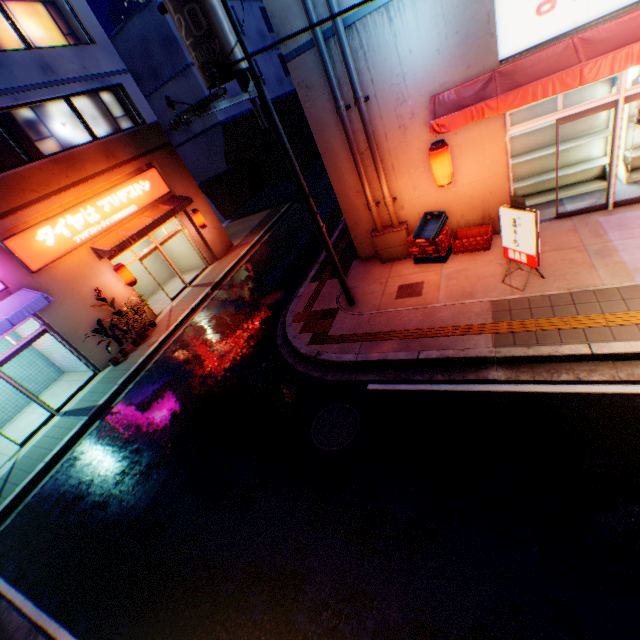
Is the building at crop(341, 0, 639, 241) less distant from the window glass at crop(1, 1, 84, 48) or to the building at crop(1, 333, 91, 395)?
the building at crop(1, 333, 91, 395)

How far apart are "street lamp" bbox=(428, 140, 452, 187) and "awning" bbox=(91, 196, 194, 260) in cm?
1134

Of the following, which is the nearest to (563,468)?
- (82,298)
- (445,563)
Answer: (445,563)

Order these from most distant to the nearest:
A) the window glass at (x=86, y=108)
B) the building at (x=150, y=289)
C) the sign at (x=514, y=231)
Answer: the building at (x=150, y=289), the window glass at (x=86, y=108), the sign at (x=514, y=231)

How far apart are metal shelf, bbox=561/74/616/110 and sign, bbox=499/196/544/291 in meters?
3.2 m

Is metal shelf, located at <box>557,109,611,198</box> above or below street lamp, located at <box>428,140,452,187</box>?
below

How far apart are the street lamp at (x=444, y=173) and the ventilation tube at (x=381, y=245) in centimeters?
140cm

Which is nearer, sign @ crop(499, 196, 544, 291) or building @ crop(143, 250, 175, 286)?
sign @ crop(499, 196, 544, 291)
